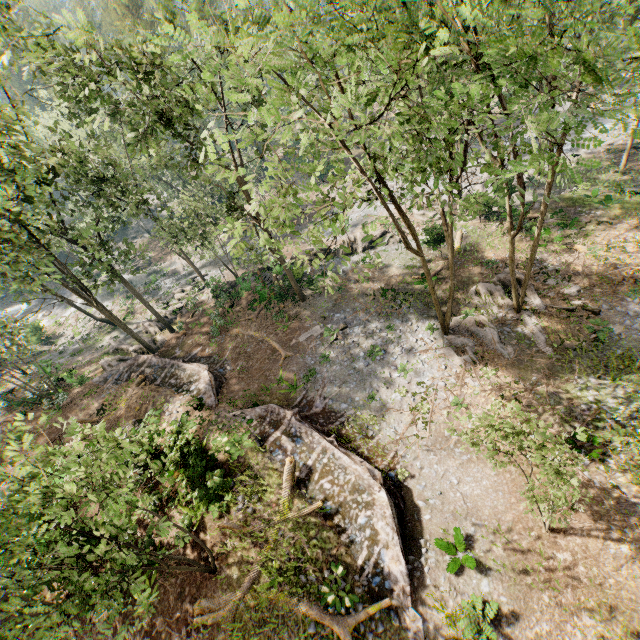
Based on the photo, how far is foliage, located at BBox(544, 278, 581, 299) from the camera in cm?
1930

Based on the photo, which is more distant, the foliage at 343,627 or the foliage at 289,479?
the foliage at 289,479

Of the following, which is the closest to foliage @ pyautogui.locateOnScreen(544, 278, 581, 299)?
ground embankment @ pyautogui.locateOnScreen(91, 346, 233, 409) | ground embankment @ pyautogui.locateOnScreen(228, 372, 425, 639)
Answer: ground embankment @ pyautogui.locateOnScreen(91, 346, 233, 409)

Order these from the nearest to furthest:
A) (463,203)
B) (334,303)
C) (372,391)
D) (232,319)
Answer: (372,391) < (334,303) < (232,319) < (463,203)

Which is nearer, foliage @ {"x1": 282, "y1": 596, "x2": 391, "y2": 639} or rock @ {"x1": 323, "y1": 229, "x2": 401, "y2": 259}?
foliage @ {"x1": 282, "y1": 596, "x2": 391, "y2": 639}

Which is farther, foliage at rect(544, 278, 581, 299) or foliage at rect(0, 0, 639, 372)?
foliage at rect(544, 278, 581, 299)

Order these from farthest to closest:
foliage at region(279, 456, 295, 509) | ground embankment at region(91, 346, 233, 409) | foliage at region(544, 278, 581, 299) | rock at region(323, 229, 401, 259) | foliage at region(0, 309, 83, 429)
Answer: rock at region(323, 229, 401, 259) → foliage at region(0, 309, 83, 429) → ground embankment at region(91, 346, 233, 409) → foliage at region(544, 278, 581, 299) → foliage at region(279, 456, 295, 509)

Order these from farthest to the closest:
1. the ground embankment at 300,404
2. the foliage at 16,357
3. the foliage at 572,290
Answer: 1. the foliage at 16,357
2. the foliage at 572,290
3. the ground embankment at 300,404
